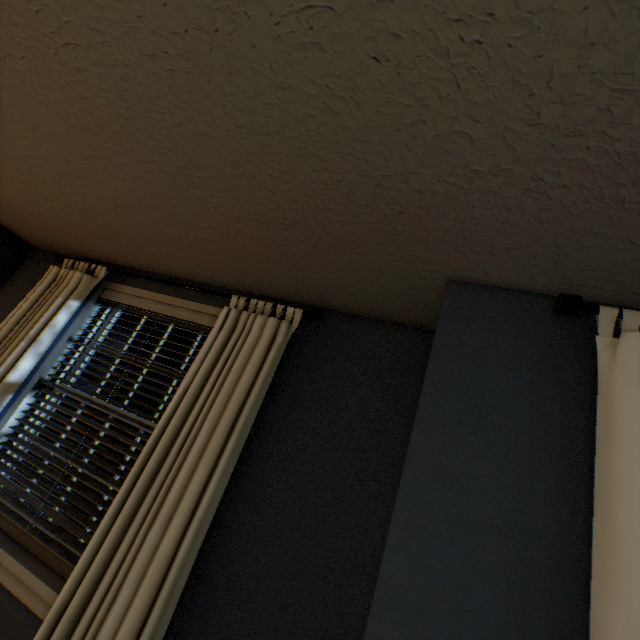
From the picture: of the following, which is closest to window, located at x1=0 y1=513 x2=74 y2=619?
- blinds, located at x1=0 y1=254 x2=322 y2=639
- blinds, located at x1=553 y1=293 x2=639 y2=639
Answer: blinds, located at x1=0 y1=254 x2=322 y2=639

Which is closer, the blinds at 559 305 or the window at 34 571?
the blinds at 559 305

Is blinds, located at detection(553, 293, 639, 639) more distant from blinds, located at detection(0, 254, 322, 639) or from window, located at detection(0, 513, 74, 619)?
window, located at detection(0, 513, 74, 619)

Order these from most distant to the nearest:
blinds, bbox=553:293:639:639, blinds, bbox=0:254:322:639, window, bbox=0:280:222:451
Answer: window, bbox=0:280:222:451 < blinds, bbox=0:254:322:639 < blinds, bbox=553:293:639:639

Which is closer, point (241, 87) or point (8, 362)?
point (241, 87)

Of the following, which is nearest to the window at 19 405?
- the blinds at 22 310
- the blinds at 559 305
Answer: the blinds at 22 310
